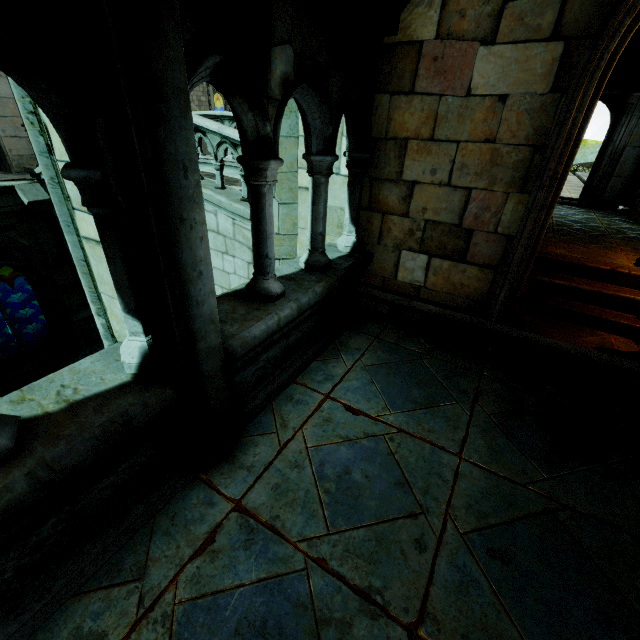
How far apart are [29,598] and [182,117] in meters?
2.7

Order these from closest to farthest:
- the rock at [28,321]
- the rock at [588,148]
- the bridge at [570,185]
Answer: the bridge at [570,185] < the rock at [28,321] < the rock at [588,148]

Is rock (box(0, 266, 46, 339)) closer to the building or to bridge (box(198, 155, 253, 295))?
the building

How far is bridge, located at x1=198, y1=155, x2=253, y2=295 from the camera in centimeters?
611cm

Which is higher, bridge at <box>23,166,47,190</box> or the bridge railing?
the bridge railing

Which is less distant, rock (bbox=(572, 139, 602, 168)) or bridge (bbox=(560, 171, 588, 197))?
bridge (bbox=(560, 171, 588, 197))

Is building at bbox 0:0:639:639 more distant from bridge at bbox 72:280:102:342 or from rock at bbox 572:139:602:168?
rock at bbox 572:139:602:168

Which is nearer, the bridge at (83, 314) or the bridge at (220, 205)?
the bridge at (220, 205)
